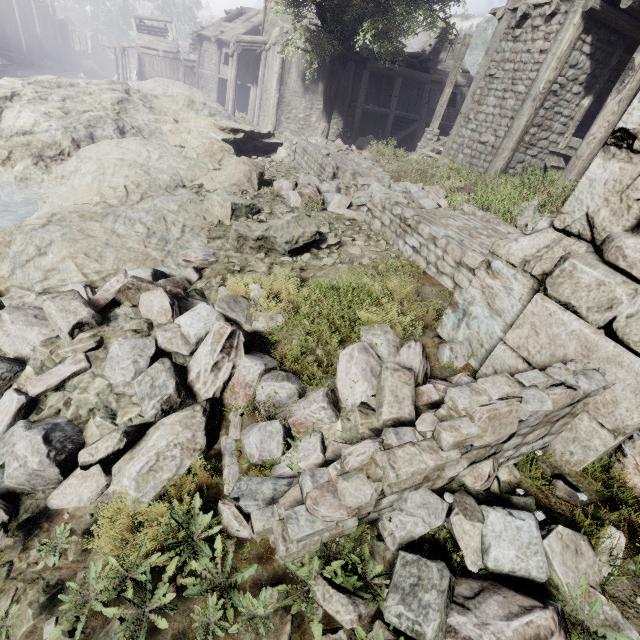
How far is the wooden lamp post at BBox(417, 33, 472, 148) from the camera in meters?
13.8

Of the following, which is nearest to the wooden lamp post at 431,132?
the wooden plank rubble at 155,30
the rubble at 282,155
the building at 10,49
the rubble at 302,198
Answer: the building at 10,49

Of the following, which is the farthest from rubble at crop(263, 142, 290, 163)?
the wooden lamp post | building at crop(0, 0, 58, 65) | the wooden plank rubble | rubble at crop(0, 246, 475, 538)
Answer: the wooden plank rubble

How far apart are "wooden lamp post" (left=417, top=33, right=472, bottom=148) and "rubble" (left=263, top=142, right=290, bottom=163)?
6.98m

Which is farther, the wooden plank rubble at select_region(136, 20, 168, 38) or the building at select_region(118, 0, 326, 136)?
the wooden plank rubble at select_region(136, 20, 168, 38)

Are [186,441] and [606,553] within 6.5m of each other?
yes

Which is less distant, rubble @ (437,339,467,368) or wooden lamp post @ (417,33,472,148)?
rubble @ (437,339,467,368)

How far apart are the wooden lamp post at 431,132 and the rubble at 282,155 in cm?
698
